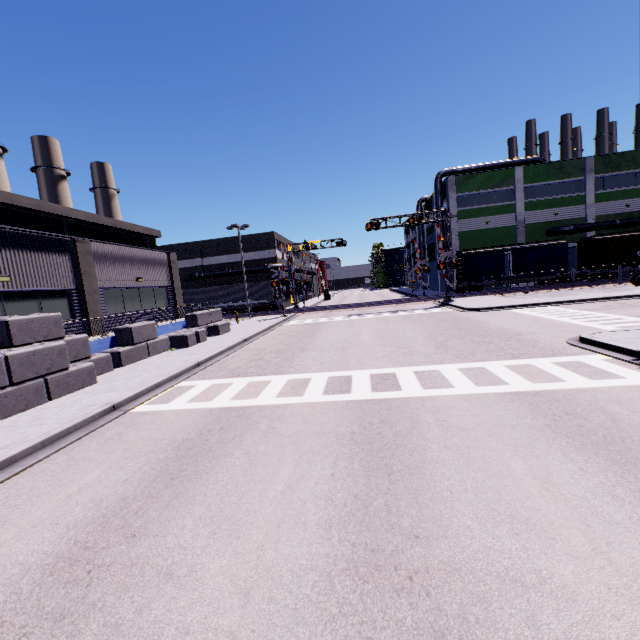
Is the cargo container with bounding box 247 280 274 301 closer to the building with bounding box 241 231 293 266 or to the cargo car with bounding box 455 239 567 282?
the building with bounding box 241 231 293 266

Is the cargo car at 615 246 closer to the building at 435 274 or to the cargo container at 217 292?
the building at 435 274

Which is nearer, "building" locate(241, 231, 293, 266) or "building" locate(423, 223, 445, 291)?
"building" locate(241, 231, 293, 266)

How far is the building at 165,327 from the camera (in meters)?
19.59

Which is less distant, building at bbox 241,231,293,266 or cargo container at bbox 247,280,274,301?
cargo container at bbox 247,280,274,301

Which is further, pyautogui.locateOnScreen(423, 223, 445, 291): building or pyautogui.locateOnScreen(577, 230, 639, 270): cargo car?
pyautogui.locateOnScreen(423, 223, 445, 291): building

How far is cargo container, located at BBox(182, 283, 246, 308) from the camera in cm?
4134

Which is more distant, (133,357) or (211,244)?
(211,244)
